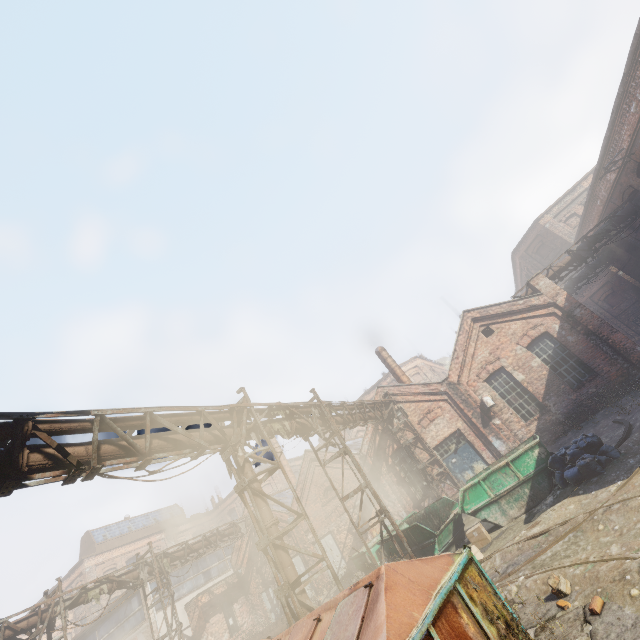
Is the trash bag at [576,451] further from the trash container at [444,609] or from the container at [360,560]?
the trash container at [444,609]

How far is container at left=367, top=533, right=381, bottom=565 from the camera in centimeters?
1278cm

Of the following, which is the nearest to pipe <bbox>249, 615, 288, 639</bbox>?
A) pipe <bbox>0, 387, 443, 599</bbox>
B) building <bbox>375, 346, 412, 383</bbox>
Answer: pipe <bbox>0, 387, 443, 599</bbox>

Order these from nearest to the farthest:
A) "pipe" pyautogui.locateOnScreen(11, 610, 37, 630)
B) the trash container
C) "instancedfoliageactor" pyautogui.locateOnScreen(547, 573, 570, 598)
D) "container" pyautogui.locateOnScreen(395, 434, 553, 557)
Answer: the trash container
"instancedfoliageactor" pyautogui.locateOnScreen(547, 573, 570, 598)
"container" pyautogui.locateOnScreen(395, 434, 553, 557)
"pipe" pyautogui.locateOnScreen(11, 610, 37, 630)

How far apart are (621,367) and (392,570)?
16.3 meters

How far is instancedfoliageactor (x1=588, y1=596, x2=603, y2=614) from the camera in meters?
4.1

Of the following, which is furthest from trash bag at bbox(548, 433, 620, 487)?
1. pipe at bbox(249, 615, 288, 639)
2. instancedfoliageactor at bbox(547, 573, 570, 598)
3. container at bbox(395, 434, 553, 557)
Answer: pipe at bbox(249, 615, 288, 639)

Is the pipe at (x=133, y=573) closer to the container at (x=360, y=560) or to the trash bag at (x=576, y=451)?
the container at (x=360, y=560)
